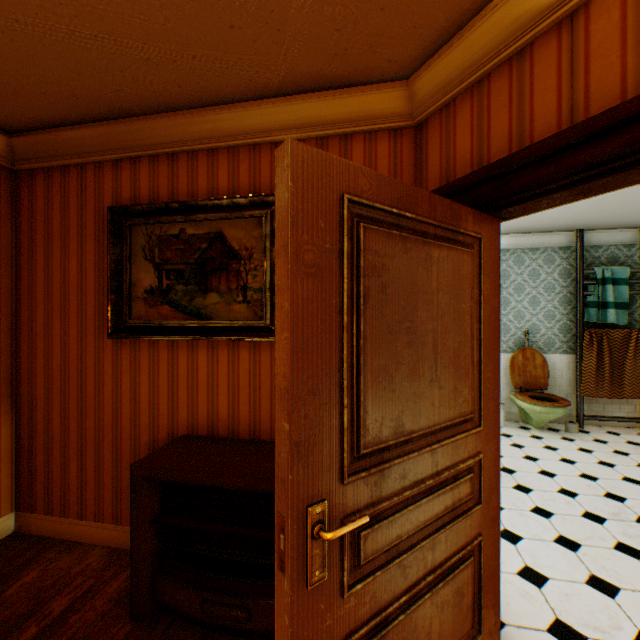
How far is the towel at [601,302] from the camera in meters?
5.0

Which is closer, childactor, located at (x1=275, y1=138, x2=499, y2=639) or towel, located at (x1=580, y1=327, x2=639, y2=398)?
childactor, located at (x1=275, y1=138, x2=499, y2=639)

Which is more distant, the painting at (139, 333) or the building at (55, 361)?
the painting at (139, 333)

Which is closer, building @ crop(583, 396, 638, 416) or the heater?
Answer: the heater

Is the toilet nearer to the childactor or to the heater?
the childactor

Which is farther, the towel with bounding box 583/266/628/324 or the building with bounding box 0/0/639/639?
the towel with bounding box 583/266/628/324

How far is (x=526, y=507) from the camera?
3.0m

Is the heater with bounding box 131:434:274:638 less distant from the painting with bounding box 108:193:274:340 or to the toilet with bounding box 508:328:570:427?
the painting with bounding box 108:193:274:340
